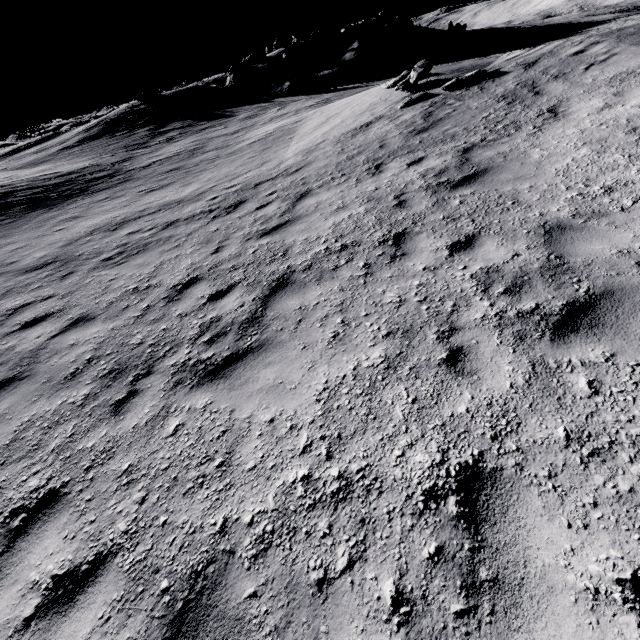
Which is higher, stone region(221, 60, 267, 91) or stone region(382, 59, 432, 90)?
stone region(221, 60, 267, 91)

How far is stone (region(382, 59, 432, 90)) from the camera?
12.0m

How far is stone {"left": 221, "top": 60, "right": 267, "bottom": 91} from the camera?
36.1 meters

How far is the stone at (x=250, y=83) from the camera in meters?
36.1

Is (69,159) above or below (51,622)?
above

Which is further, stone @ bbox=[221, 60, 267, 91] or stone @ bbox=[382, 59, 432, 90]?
stone @ bbox=[221, 60, 267, 91]

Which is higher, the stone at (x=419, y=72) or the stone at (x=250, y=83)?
the stone at (x=250, y=83)
